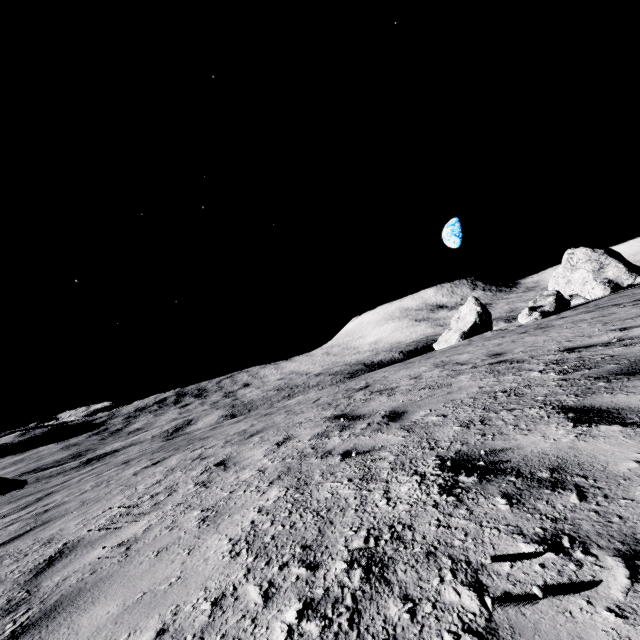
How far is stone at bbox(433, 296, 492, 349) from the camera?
34.8m

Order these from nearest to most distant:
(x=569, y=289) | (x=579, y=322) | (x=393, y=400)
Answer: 1. (x=393, y=400)
2. (x=579, y=322)
3. (x=569, y=289)

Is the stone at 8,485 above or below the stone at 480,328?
below

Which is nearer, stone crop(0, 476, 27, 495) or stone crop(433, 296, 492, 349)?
stone crop(0, 476, 27, 495)

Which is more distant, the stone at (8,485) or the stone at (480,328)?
the stone at (480,328)

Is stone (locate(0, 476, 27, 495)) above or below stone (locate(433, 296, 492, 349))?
below
